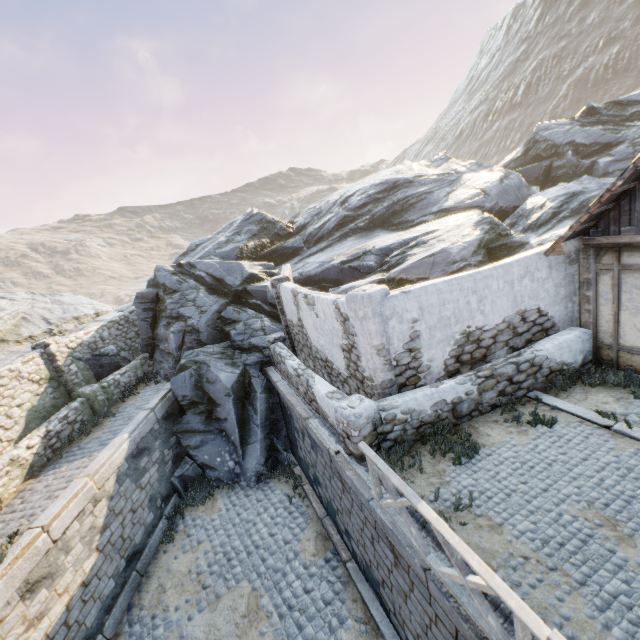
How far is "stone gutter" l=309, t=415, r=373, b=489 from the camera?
6.0 meters

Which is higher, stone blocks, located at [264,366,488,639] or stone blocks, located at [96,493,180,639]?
stone blocks, located at [264,366,488,639]

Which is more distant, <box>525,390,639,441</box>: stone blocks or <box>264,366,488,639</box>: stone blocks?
<box>525,390,639,441</box>: stone blocks

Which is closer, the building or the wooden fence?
the wooden fence

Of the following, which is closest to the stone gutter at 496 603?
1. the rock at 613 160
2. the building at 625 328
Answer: the rock at 613 160

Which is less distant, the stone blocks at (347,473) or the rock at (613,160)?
the stone blocks at (347,473)

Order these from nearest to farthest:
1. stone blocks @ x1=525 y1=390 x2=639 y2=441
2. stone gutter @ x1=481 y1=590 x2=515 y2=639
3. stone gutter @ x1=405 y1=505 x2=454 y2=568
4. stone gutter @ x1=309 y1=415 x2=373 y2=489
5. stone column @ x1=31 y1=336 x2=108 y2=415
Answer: stone gutter @ x1=481 y1=590 x2=515 y2=639, stone gutter @ x1=405 y1=505 x2=454 y2=568, stone blocks @ x1=525 y1=390 x2=639 y2=441, stone gutter @ x1=309 y1=415 x2=373 y2=489, stone column @ x1=31 y1=336 x2=108 y2=415

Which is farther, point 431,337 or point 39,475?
point 39,475
